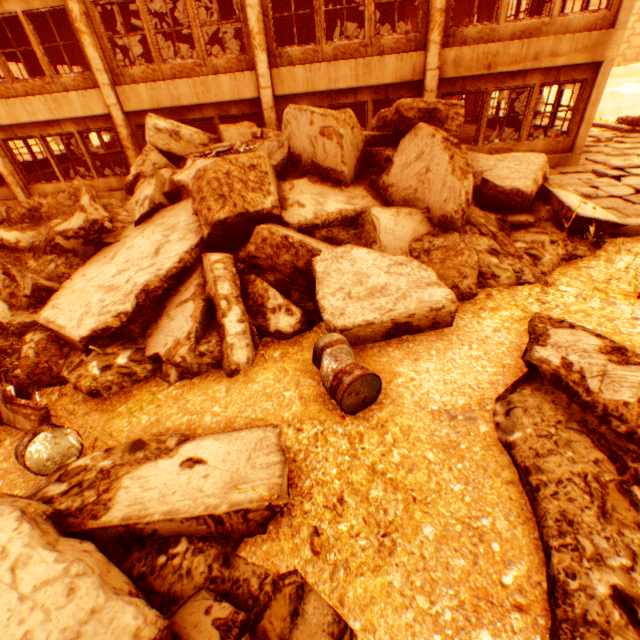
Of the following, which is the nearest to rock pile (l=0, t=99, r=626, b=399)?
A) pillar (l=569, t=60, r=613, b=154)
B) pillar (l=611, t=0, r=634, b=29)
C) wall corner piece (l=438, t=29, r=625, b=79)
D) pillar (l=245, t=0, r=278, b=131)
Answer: pillar (l=245, t=0, r=278, b=131)

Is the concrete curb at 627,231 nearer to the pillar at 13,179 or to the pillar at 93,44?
the pillar at 93,44

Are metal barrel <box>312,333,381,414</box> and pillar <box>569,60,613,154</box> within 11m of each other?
no

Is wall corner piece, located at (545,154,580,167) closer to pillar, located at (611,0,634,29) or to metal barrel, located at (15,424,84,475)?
pillar, located at (611,0,634,29)

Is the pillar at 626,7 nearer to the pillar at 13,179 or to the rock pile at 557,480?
the rock pile at 557,480

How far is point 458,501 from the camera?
2.8 meters

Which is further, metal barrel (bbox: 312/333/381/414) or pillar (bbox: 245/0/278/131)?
pillar (bbox: 245/0/278/131)

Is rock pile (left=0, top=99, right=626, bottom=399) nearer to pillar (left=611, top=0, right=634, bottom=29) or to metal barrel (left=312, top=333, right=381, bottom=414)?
metal barrel (left=312, top=333, right=381, bottom=414)
